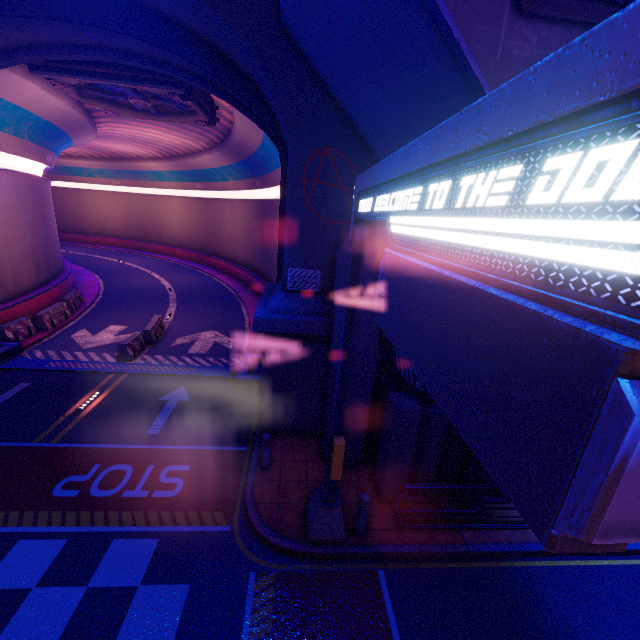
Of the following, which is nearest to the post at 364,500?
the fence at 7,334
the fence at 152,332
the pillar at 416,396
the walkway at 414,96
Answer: the pillar at 416,396

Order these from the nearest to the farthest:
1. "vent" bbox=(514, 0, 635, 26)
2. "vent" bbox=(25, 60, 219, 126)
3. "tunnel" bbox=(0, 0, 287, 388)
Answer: "vent" bbox=(514, 0, 635, 26) < "tunnel" bbox=(0, 0, 287, 388) < "vent" bbox=(25, 60, 219, 126)

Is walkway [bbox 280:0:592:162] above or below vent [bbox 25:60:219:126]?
below

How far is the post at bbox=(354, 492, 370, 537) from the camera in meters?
6.7 m

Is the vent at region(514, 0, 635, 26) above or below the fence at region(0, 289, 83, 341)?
above

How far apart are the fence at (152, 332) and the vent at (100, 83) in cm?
1003

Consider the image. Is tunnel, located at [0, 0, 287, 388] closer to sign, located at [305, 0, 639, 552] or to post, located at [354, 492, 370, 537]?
sign, located at [305, 0, 639, 552]

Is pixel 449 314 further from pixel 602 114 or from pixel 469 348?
pixel 602 114
